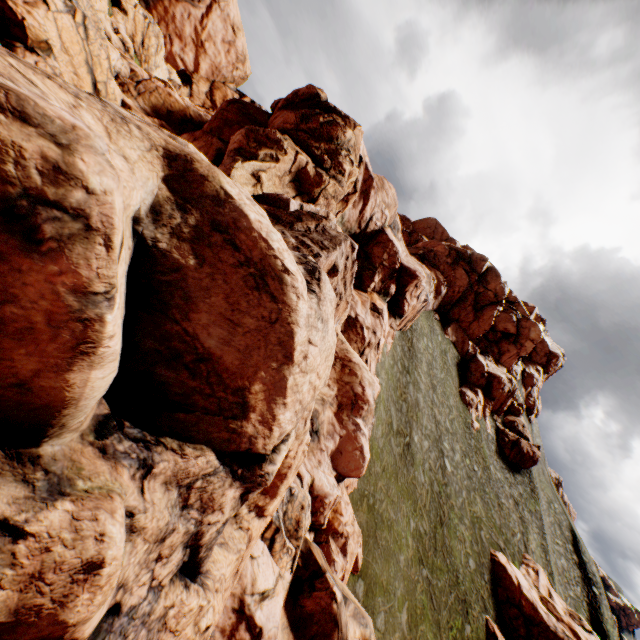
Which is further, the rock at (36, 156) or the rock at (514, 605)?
the rock at (514, 605)

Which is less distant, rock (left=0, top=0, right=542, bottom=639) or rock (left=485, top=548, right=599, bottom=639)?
rock (left=0, top=0, right=542, bottom=639)

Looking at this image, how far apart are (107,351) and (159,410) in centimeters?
166cm
